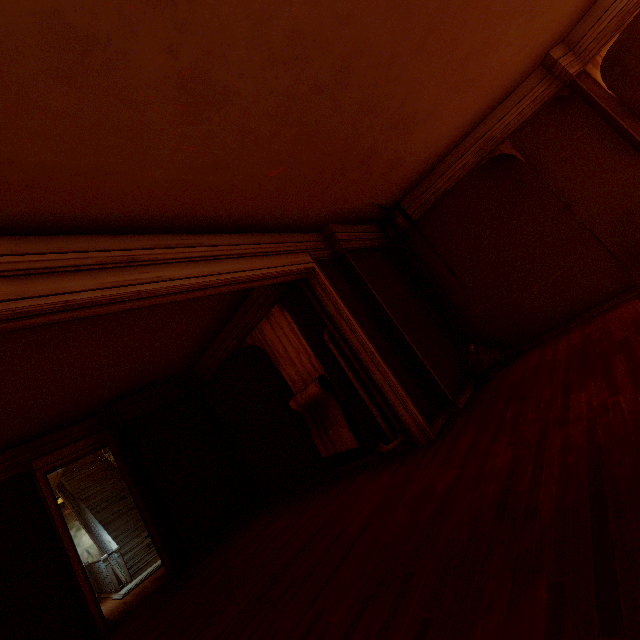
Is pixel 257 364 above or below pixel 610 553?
above

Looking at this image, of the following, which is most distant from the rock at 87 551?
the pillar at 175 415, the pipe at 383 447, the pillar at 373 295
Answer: the pillar at 373 295

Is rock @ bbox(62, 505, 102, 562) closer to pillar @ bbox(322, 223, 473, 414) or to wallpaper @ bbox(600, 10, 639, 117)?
pillar @ bbox(322, 223, 473, 414)

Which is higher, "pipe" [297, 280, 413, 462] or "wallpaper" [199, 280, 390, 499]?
"wallpaper" [199, 280, 390, 499]

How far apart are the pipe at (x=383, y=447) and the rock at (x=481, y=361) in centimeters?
162cm

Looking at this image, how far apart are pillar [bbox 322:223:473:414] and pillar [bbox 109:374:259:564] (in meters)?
5.37

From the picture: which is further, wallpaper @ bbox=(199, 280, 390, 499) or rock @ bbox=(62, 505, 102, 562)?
rock @ bbox=(62, 505, 102, 562)

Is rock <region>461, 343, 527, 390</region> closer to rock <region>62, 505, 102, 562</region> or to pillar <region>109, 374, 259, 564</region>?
pillar <region>109, 374, 259, 564</region>
